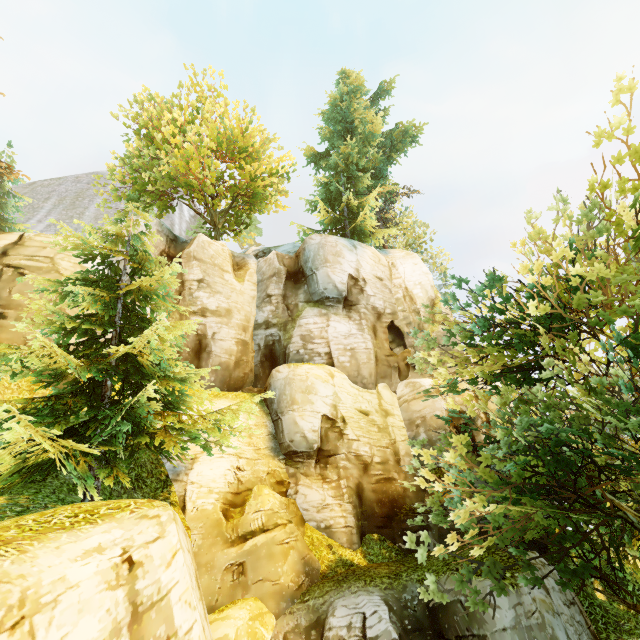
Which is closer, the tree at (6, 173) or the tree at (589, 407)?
the tree at (589, 407)

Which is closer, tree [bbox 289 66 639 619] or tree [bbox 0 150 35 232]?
tree [bbox 289 66 639 619]

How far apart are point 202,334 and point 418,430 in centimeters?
1277cm
